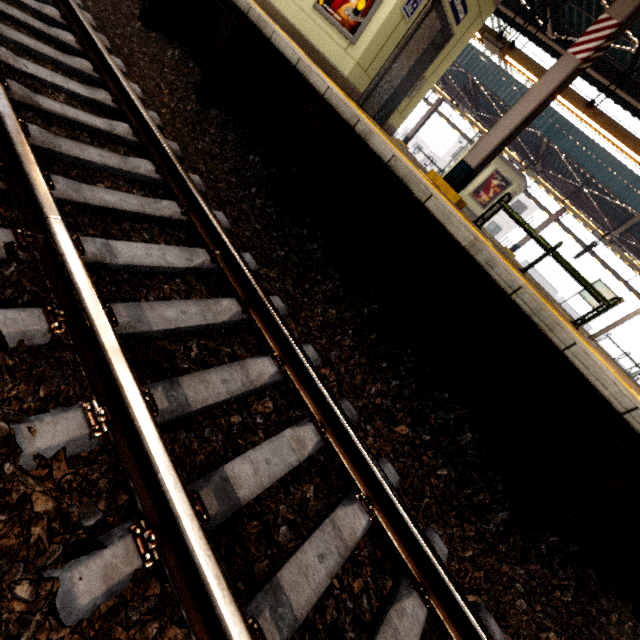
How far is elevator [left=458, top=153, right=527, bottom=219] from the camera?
16.9m

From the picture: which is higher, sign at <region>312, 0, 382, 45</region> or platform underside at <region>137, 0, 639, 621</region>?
sign at <region>312, 0, 382, 45</region>

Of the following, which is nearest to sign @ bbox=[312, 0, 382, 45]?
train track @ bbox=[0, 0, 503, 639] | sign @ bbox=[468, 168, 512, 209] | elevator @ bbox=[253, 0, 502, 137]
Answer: elevator @ bbox=[253, 0, 502, 137]

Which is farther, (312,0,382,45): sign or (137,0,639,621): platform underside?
(312,0,382,45): sign

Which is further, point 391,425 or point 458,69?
point 458,69

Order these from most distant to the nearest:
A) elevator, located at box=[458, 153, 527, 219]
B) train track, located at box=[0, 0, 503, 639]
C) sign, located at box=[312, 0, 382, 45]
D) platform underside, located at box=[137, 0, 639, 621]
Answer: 1. elevator, located at box=[458, 153, 527, 219]
2. sign, located at box=[312, 0, 382, 45]
3. platform underside, located at box=[137, 0, 639, 621]
4. train track, located at box=[0, 0, 503, 639]

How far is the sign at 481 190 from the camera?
17.14m

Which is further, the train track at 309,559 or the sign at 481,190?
the sign at 481,190
